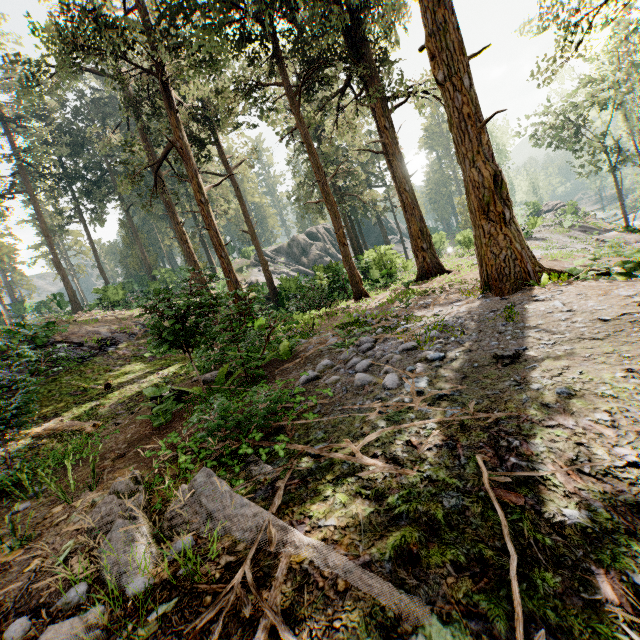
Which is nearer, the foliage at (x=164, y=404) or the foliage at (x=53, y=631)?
the foliage at (x=53, y=631)

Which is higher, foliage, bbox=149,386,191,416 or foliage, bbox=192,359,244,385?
foliage, bbox=192,359,244,385

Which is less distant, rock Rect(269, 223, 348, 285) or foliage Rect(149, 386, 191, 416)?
foliage Rect(149, 386, 191, 416)

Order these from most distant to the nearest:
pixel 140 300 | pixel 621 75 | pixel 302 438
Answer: pixel 621 75
pixel 140 300
pixel 302 438

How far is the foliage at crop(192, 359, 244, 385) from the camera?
6.56m

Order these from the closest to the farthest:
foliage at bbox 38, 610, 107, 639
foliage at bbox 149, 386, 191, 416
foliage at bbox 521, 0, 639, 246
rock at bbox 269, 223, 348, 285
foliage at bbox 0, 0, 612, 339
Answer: foliage at bbox 38, 610, 107, 639 < foliage at bbox 149, 386, 191, 416 < foliage at bbox 0, 0, 612, 339 < foliage at bbox 521, 0, 639, 246 < rock at bbox 269, 223, 348, 285
